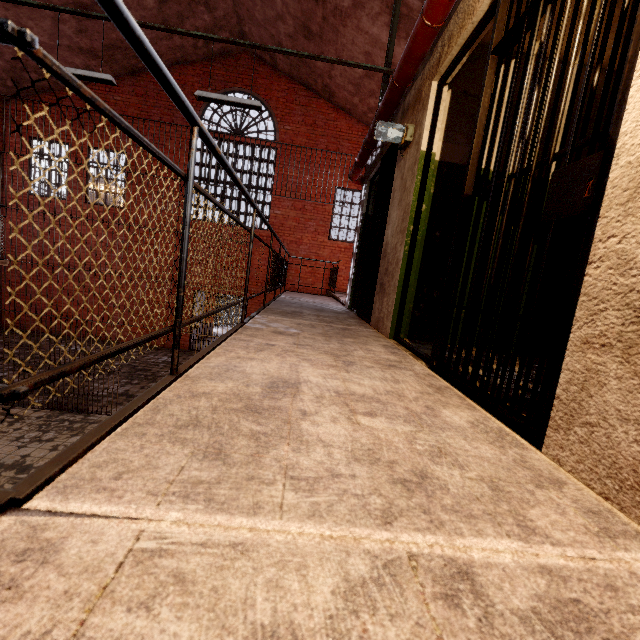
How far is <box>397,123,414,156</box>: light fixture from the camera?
3.3m

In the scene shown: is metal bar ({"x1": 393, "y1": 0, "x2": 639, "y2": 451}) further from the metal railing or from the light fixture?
the metal railing

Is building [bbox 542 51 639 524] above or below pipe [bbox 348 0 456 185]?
below

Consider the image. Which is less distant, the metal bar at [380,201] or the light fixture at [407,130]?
the light fixture at [407,130]

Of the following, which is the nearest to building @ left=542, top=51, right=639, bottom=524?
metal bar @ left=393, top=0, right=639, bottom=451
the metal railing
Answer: metal bar @ left=393, top=0, right=639, bottom=451

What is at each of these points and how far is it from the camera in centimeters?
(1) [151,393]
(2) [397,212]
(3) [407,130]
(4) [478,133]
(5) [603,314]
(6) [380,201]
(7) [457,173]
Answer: Answer:
(1) metal railing, 112cm
(2) building, 350cm
(3) light fixture, 329cm
(4) metal bar, 195cm
(5) building, 98cm
(6) metal bar, 460cm
(7) building, 317cm

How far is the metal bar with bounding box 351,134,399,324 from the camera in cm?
412

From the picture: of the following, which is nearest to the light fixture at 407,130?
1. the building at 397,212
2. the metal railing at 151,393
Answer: the building at 397,212
